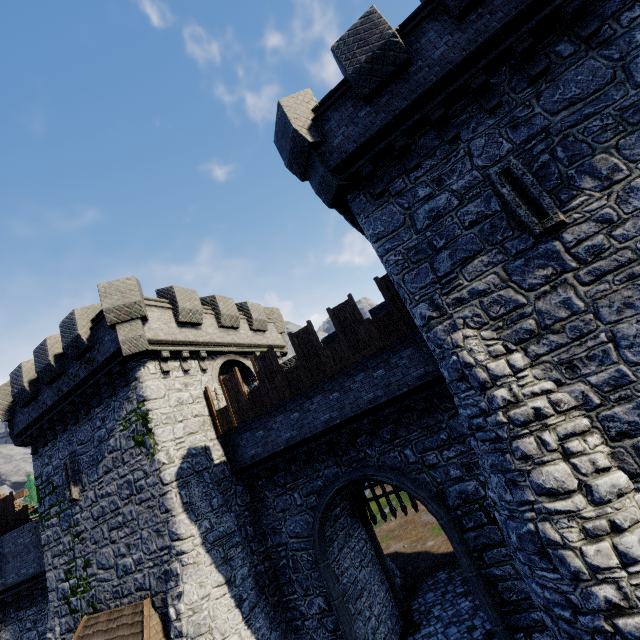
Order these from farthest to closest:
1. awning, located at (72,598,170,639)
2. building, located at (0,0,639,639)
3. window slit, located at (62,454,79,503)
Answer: window slit, located at (62,454,79,503), awning, located at (72,598,170,639), building, located at (0,0,639,639)

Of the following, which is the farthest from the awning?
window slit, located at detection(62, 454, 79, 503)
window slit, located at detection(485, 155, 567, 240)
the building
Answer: window slit, located at detection(485, 155, 567, 240)

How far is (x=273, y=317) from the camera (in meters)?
21.67

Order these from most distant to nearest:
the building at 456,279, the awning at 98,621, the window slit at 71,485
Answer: the window slit at 71,485
the awning at 98,621
the building at 456,279

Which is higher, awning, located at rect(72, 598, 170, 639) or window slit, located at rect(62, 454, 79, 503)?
window slit, located at rect(62, 454, 79, 503)

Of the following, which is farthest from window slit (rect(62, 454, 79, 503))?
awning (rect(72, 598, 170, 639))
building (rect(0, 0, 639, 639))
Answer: awning (rect(72, 598, 170, 639))

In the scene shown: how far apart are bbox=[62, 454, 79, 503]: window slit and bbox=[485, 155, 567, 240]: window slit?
18.6 meters

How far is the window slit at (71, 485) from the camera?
13.70m
